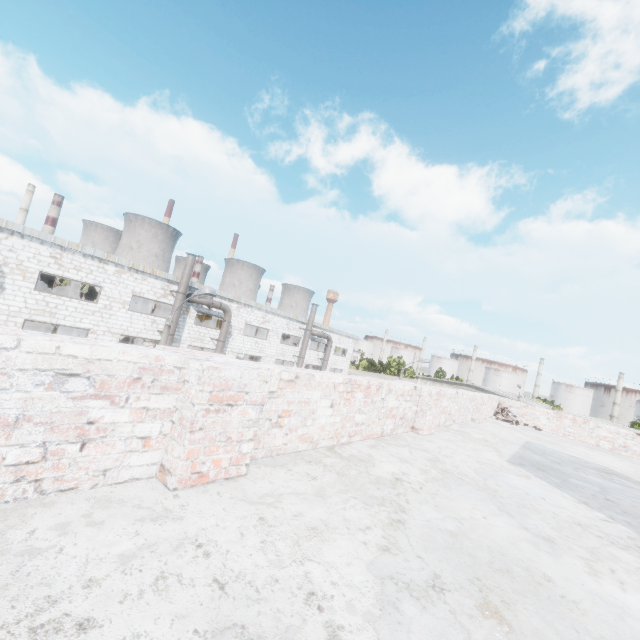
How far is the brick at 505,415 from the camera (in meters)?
11.41

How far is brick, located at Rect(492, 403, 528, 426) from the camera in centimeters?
1141cm

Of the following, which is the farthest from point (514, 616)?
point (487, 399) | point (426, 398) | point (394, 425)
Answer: point (487, 399)
